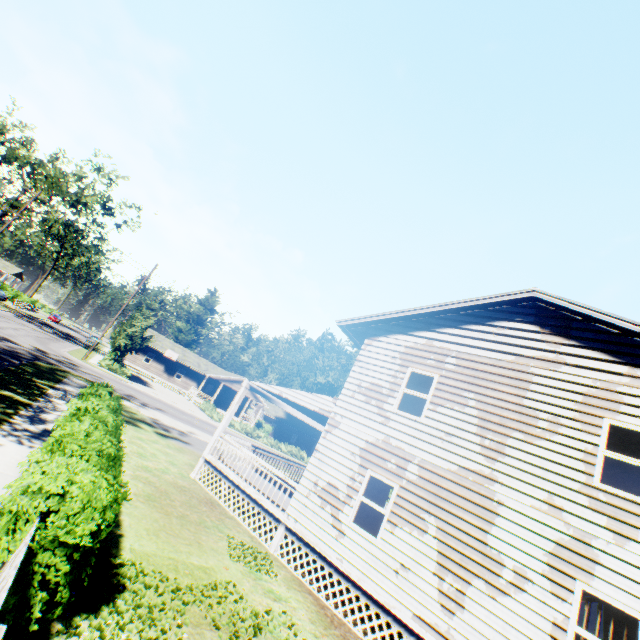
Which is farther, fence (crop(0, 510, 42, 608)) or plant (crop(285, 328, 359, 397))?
plant (crop(285, 328, 359, 397))

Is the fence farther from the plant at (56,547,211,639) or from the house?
the house

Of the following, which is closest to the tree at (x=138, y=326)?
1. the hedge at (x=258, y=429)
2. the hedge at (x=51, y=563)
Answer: the hedge at (x=258, y=429)

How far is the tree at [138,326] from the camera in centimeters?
3331cm

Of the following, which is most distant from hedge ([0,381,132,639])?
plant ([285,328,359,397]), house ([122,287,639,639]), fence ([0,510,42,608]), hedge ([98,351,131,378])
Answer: hedge ([98,351,131,378])

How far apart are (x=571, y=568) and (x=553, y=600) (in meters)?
0.73

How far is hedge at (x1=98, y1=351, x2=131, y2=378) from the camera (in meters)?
33.06

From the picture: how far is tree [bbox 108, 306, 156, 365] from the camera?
33.31m
